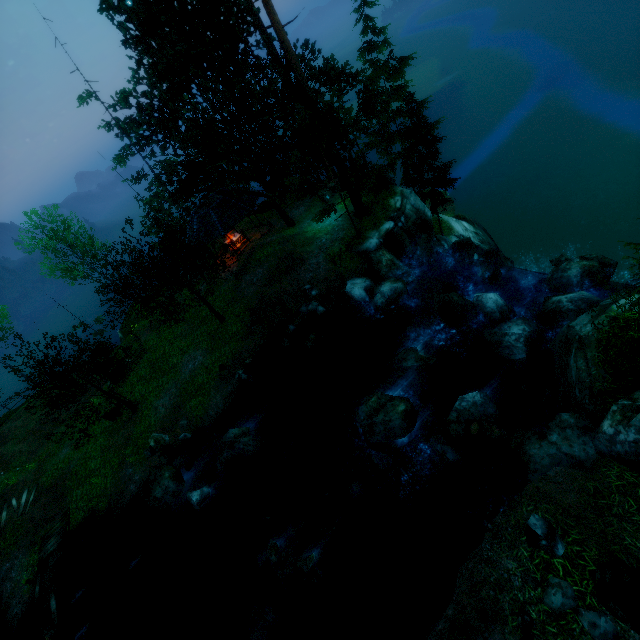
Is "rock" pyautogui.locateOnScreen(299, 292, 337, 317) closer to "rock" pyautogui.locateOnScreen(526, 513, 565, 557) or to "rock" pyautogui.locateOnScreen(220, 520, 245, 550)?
"rock" pyautogui.locateOnScreen(220, 520, 245, 550)

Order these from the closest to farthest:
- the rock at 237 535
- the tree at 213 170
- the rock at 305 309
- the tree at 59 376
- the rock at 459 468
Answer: the rock at 459 468, the rock at 237 535, the tree at 213 170, the tree at 59 376, the rock at 305 309

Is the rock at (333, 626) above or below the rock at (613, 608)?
below

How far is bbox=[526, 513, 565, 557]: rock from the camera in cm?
669

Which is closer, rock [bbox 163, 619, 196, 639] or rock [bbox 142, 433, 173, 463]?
rock [bbox 163, 619, 196, 639]

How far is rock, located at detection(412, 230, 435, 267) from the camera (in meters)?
20.28

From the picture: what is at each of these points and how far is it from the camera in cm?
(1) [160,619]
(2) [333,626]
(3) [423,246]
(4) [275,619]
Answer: (1) rock, 1322
(2) rock, 1004
(3) rock, 2041
(4) rock, 1073

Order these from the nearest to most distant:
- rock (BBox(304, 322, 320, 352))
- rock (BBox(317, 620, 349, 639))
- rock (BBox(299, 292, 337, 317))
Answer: rock (BBox(317, 620, 349, 639))
rock (BBox(304, 322, 320, 352))
rock (BBox(299, 292, 337, 317))
